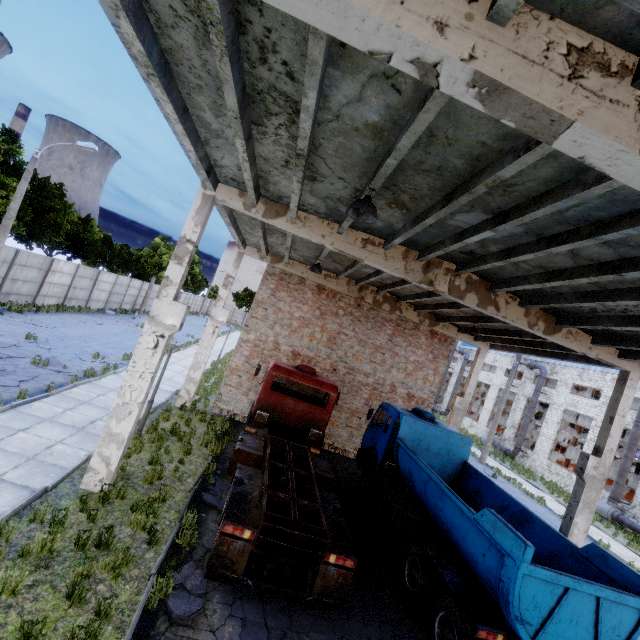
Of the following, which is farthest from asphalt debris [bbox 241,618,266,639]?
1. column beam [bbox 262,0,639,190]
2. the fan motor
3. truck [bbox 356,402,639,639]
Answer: the fan motor

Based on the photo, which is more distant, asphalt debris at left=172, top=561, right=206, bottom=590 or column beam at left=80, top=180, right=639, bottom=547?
column beam at left=80, top=180, right=639, bottom=547

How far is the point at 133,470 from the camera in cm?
890

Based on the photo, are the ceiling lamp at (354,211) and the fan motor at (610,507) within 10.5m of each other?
no

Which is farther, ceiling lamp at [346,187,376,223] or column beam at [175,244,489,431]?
column beam at [175,244,489,431]

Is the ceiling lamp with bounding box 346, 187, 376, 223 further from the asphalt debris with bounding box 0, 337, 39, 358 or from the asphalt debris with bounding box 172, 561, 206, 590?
the asphalt debris with bounding box 0, 337, 39, 358

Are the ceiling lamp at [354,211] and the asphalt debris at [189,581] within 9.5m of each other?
yes

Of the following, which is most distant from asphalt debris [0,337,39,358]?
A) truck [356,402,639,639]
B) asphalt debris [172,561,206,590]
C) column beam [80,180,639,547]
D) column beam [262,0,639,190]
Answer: truck [356,402,639,639]
